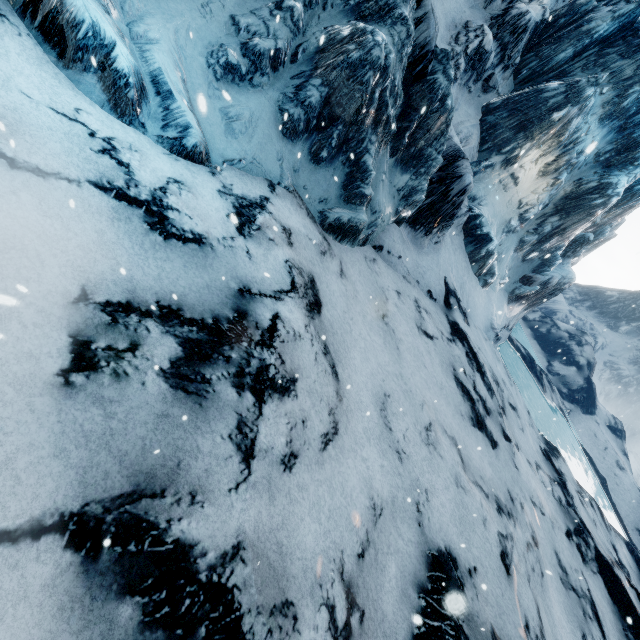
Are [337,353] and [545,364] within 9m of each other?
no
